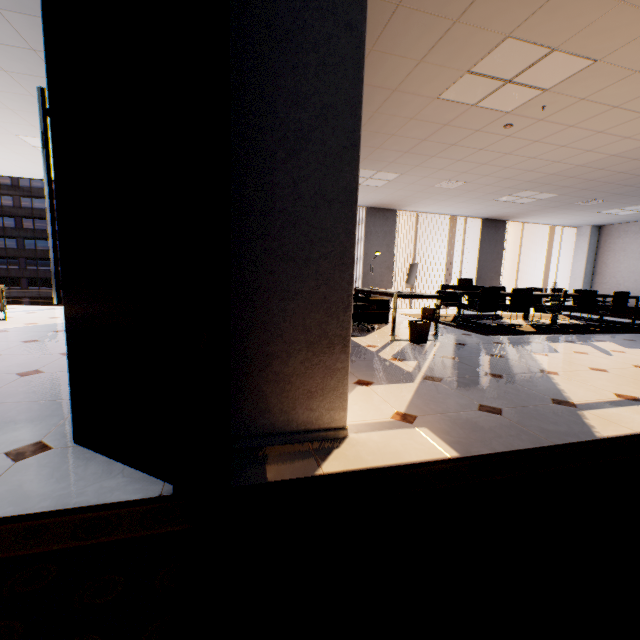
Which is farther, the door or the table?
the table

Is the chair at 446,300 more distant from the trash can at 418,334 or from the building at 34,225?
the building at 34,225

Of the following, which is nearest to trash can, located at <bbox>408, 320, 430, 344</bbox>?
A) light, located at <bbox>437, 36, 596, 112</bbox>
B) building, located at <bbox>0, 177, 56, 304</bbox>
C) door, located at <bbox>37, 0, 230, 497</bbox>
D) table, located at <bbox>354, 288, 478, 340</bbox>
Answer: table, located at <bbox>354, 288, 478, 340</bbox>

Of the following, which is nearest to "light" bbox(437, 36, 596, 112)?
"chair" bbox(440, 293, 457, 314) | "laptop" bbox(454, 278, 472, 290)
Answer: "laptop" bbox(454, 278, 472, 290)

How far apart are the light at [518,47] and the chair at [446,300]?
4.9 meters

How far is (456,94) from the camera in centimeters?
350cm

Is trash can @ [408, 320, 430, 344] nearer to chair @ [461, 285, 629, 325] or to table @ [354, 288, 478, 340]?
table @ [354, 288, 478, 340]

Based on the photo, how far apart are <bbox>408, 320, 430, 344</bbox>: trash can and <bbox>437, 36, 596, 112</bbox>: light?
2.8 meters
